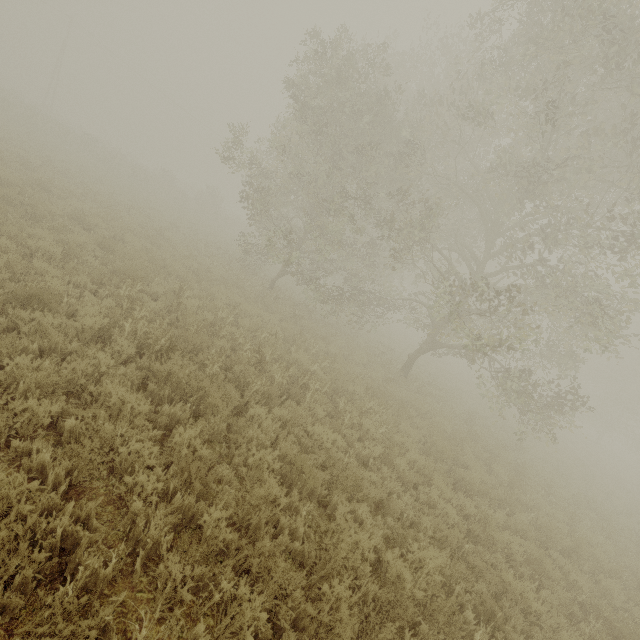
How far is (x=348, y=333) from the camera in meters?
18.9 m
